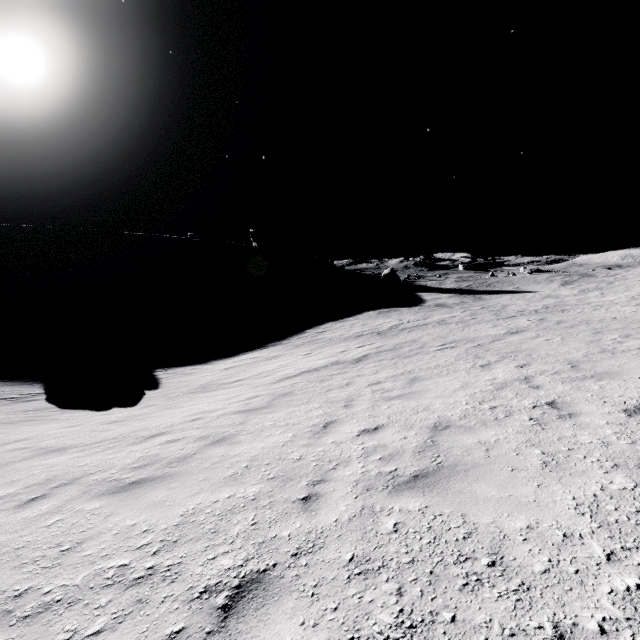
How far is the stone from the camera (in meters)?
57.59

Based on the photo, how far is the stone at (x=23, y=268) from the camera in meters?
57.6

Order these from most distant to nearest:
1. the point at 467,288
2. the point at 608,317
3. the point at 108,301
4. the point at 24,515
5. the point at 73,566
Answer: the point at 467,288
the point at 108,301
the point at 608,317
the point at 24,515
the point at 73,566
